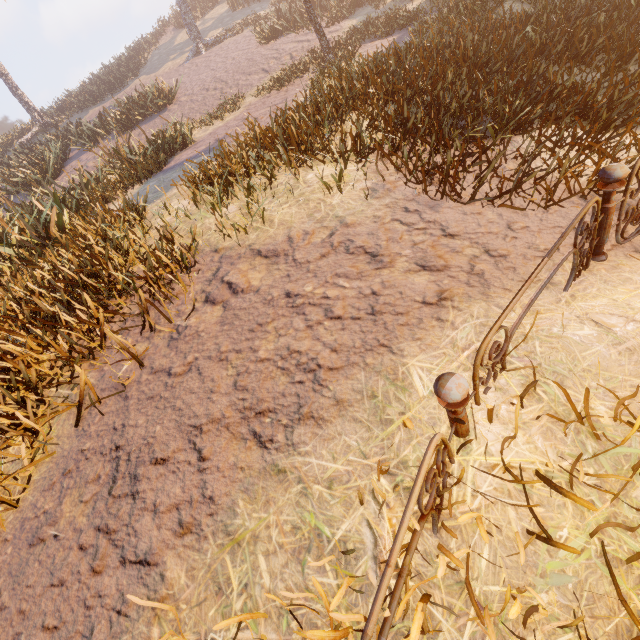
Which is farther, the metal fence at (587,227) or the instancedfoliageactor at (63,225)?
the instancedfoliageactor at (63,225)

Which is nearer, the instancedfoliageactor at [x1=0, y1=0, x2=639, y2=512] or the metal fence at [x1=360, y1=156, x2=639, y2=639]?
the metal fence at [x1=360, y1=156, x2=639, y2=639]

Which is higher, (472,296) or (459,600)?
(472,296)
